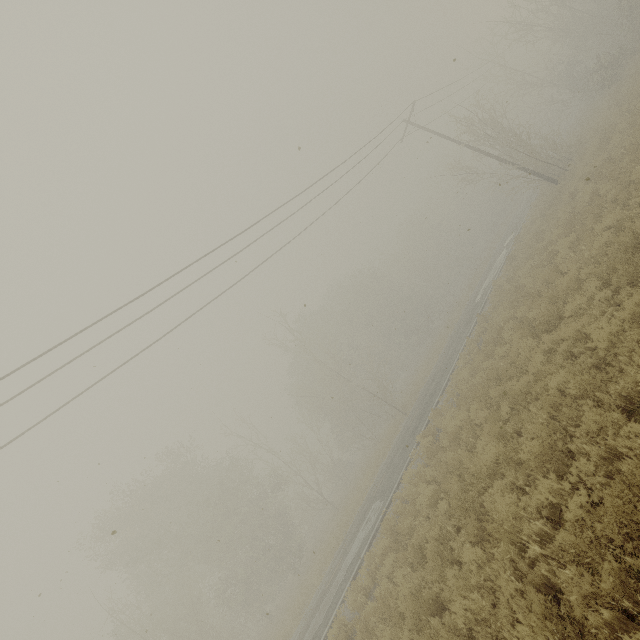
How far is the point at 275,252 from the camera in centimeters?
1510cm
